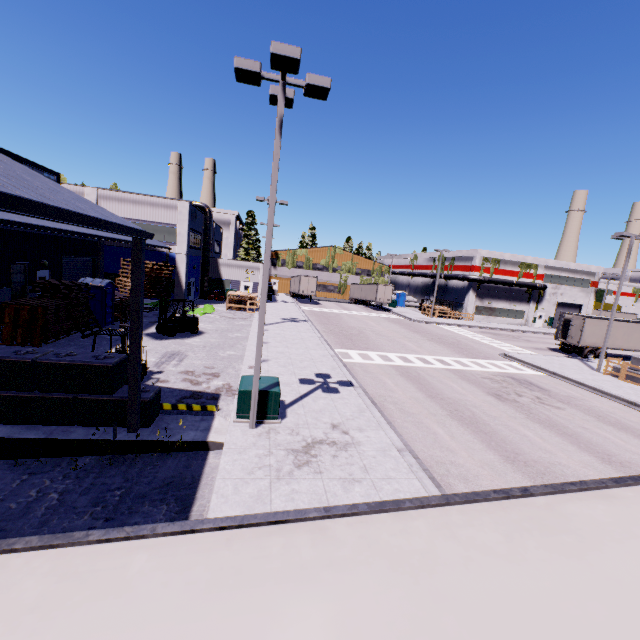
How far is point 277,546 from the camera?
1.4m

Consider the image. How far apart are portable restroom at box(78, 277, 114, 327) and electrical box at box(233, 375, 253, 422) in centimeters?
1375cm

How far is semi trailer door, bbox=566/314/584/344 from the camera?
29.19m

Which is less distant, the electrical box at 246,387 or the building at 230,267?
the electrical box at 246,387

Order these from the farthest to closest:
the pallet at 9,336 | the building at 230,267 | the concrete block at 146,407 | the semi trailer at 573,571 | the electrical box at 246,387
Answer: the building at 230,267, the pallet at 9,336, the electrical box at 246,387, the concrete block at 146,407, the semi trailer at 573,571

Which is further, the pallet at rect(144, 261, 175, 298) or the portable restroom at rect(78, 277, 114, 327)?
the portable restroom at rect(78, 277, 114, 327)

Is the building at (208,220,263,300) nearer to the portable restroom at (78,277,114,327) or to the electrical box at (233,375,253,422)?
the portable restroom at (78,277,114,327)

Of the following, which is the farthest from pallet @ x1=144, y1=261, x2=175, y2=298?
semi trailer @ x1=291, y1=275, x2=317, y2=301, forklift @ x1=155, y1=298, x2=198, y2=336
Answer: semi trailer @ x1=291, y1=275, x2=317, y2=301
